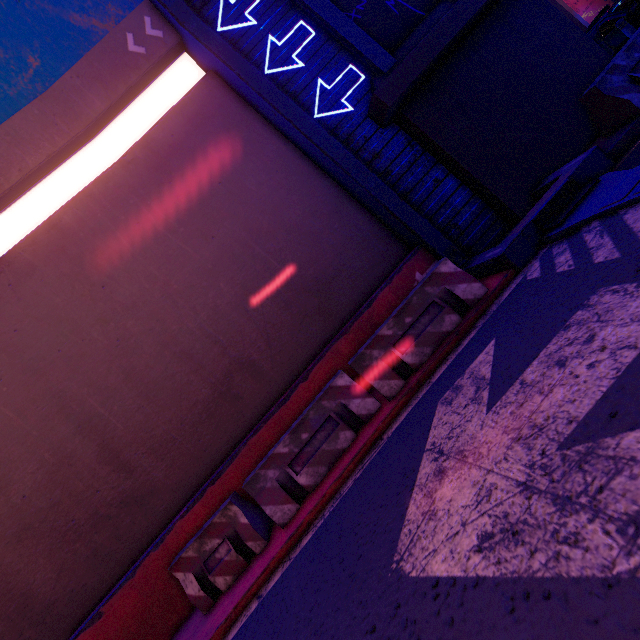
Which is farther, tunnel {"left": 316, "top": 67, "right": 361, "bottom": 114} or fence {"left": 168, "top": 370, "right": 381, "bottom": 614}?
tunnel {"left": 316, "top": 67, "right": 361, "bottom": 114}

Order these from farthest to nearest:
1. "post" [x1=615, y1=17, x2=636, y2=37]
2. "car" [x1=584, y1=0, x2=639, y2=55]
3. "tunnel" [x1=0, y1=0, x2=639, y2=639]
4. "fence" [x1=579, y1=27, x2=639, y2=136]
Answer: "car" [x1=584, y1=0, x2=639, y2=55]
"post" [x1=615, y1=17, x2=636, y2=37]
"fence" [x1=579, y1=27, x2=639, y2=136]
"tunnel" [x1=0, y1=0, x2=639, y2=639]

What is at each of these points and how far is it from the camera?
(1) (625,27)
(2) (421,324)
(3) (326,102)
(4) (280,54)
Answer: (1) post, 10.31m
(2) fence, 5.37m
(3) tunnel, 6.95m
(4) tunnel, 6.98m

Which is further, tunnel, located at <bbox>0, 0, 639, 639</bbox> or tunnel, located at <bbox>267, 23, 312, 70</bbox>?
tunnel, located at <bbox>267, 23, 312, 70</bbox>

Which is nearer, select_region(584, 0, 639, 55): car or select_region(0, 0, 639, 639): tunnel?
select_region(0, 0, 639, 639): tunnel

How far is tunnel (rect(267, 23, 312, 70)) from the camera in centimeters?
697cm

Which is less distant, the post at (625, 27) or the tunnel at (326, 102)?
the tunnel at (326, 102)

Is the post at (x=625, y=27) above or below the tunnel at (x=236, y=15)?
below
